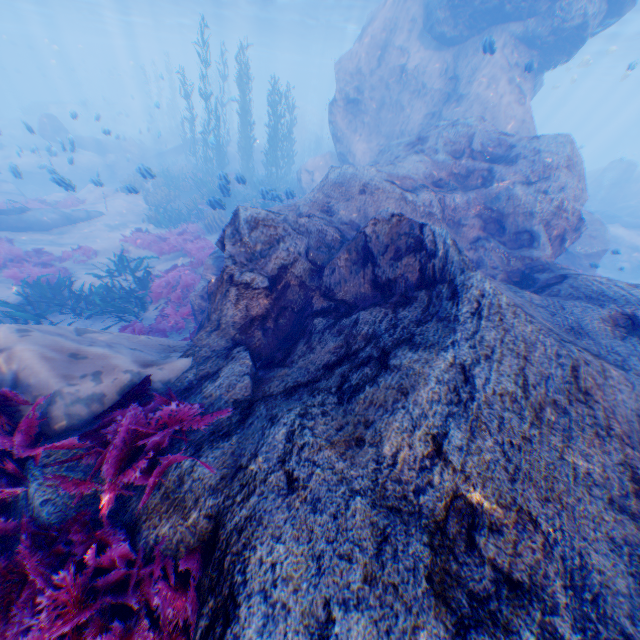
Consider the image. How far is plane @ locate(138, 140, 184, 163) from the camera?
26.2 meters

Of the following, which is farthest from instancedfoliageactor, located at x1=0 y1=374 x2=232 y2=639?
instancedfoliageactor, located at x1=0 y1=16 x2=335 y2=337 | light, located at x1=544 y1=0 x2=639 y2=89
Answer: light, located at x1=544 y1=0 x2=639 y2=89

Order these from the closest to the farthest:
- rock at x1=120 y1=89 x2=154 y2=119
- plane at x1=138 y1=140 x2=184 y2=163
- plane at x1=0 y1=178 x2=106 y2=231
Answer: plane at x1=0 y1=178 x2=106 y2=231 → plane at x1=138 y1=140 x2=184 y2=163 → rock at x1=120 y1=89 x2=154 y2=119

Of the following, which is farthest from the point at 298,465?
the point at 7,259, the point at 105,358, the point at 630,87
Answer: the point at 630,87

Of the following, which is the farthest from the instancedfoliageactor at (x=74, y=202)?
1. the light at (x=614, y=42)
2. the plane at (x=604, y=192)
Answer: the plane at (x=604, y=192)

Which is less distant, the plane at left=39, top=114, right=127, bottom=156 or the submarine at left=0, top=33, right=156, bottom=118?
the plane at left=39, top=114, right=127, bottom=156

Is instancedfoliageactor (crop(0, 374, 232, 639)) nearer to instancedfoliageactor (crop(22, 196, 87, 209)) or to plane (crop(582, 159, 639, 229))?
instancedfoliageactor (crop(22, 196, 87, 209))

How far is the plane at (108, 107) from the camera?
36.6m
